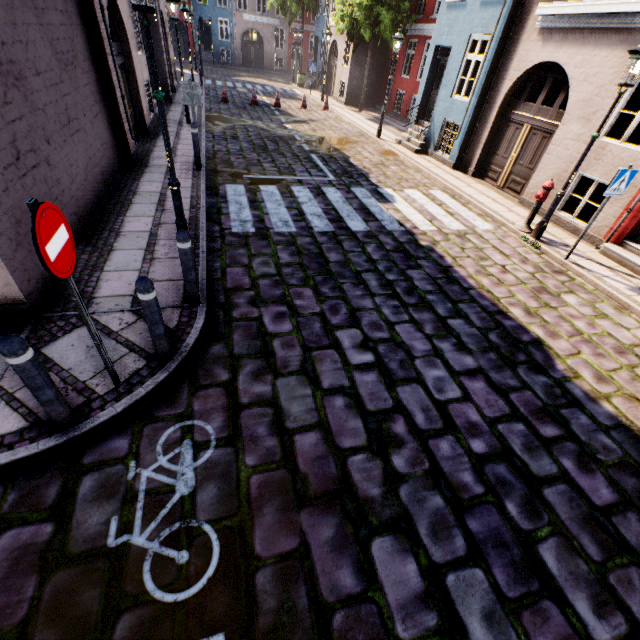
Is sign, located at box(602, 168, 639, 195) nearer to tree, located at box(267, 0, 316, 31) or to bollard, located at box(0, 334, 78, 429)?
bollard, located at box(0, 334, 78, 429)

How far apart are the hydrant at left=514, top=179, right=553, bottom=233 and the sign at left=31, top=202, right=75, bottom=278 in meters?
9.1 m

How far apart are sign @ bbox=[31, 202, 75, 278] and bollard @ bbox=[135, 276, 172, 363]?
0.5 meters

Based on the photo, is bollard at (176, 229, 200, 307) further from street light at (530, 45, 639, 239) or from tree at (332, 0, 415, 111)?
tree at (332, 0, 415, 111)

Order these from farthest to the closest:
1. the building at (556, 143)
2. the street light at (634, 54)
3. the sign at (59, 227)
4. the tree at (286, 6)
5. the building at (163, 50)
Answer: the tree at (286, 6) < the building at (163, 50) < the building at (556, 143) < the street light at (634, 54) < the sign at (59, 227)

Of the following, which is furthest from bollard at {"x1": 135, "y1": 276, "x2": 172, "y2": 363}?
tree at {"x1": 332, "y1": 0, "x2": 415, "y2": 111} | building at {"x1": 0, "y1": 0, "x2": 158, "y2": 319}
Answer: tree at {"x1": 332, "y1": 0, "x2": 415, "y2": 111}

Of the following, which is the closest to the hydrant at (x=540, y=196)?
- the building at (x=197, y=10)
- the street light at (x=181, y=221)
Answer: the building at (x=197, y=10)

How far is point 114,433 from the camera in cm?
315
